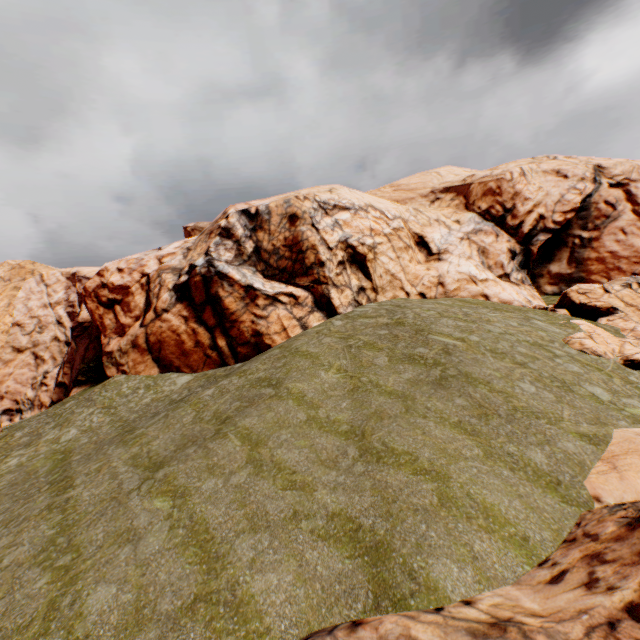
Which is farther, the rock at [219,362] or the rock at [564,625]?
the rock at [219,362]

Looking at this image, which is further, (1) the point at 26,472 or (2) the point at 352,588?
(1) the point at 26,472

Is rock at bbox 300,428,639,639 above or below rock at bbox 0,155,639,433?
below

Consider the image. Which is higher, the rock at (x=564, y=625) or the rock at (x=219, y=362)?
the rock at (x=219, y=362)

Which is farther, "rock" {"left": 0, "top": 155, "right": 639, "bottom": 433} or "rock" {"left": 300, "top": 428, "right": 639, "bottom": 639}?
"rock" {"left": 0, "top": 155, "right": 639, "bottom": 433}
